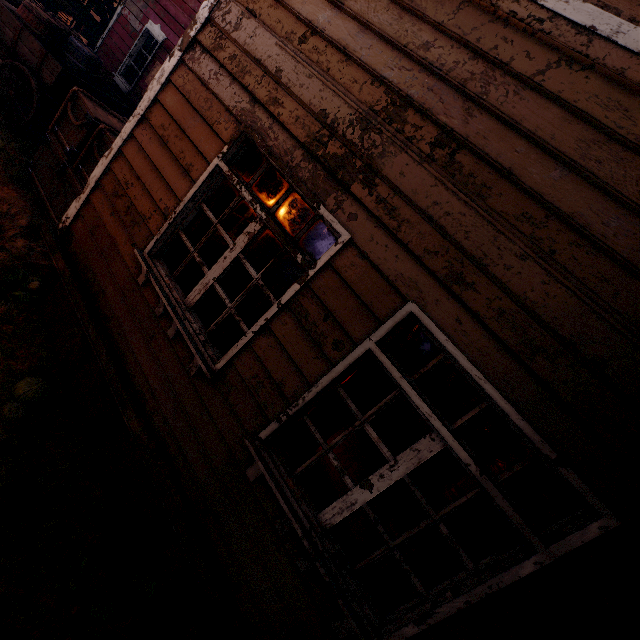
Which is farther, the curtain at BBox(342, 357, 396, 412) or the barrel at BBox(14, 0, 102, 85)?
the barrel at BBox(14, 0, 102, 85)

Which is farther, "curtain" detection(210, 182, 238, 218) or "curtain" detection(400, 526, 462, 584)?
"curtain" detection(210, 182, 238, 218)

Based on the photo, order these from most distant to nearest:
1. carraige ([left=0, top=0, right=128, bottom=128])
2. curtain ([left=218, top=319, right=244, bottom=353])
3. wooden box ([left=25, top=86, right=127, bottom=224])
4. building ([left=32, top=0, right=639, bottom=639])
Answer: carraige ([left=0, top=0, right=128, bottom=128]) → wooden box ([left=25, top=86, right=127, bottom=224]) → curtain ([left=218, top=319, right=244, bottom=353]) → building ([left=32, top=0, right=639, bottom=639])

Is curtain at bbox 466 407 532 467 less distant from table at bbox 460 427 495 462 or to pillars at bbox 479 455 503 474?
table at bbox 460 427 495 462

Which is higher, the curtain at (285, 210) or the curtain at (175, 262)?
the curtain at (285, 210)

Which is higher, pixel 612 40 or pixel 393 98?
pixel 612 40

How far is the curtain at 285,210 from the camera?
2.53m
